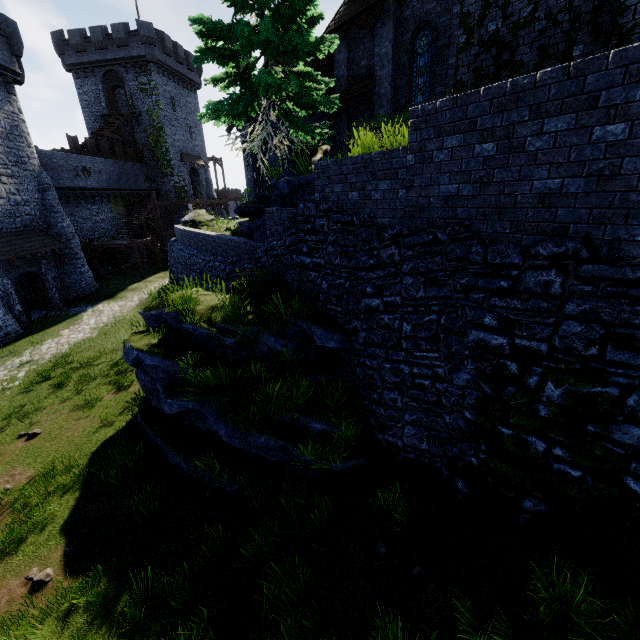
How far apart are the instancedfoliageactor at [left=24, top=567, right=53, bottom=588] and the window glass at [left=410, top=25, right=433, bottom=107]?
17.6m

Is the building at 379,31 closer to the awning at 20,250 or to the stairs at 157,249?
the stairs at 157,249

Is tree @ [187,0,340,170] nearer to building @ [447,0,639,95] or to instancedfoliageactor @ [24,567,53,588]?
building @ [447,0,639,95]

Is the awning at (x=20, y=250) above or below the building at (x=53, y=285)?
above

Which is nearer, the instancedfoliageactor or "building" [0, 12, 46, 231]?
the instancedfoliageactor

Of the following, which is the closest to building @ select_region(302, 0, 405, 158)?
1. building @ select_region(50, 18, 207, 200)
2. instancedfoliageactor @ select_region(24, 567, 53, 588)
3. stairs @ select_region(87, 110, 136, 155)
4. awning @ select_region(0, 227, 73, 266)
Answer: awning @ select_region(0, 227, 73, 266)

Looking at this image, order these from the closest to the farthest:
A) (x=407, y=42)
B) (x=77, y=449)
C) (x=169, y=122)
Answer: (x=77, y=449) → (x=407, y=42) → (x=169, y=122)

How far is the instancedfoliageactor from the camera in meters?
5.9 m
